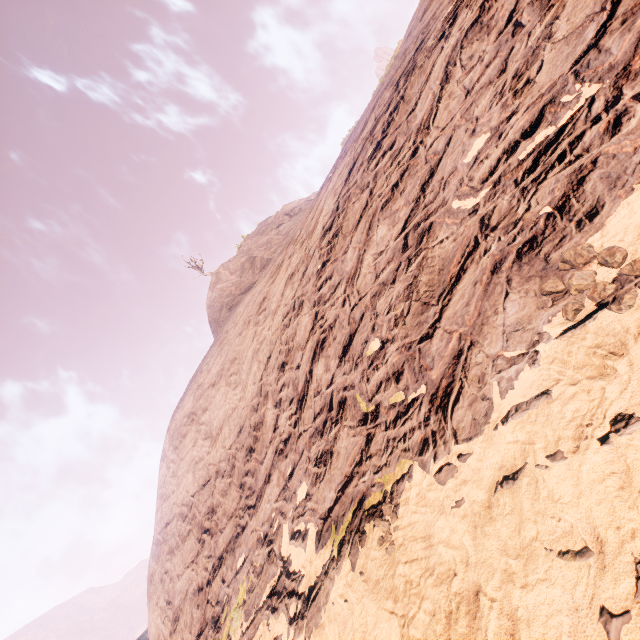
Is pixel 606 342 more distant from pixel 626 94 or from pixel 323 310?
pixel 323 310
